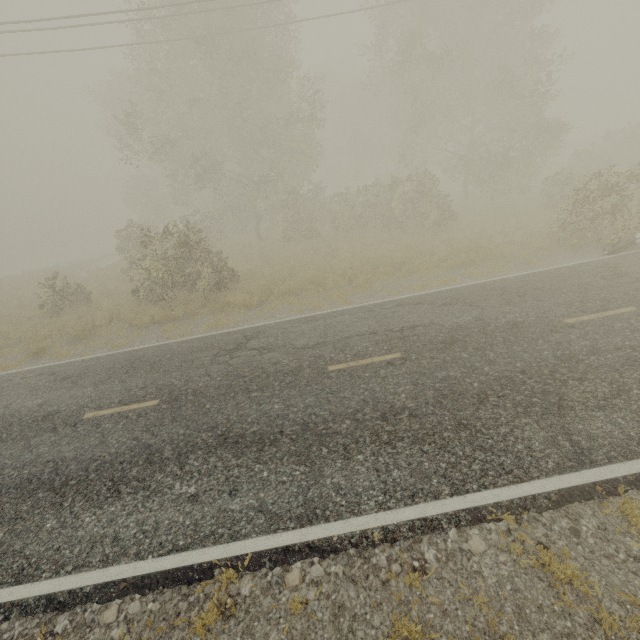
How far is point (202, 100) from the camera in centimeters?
2041cm
